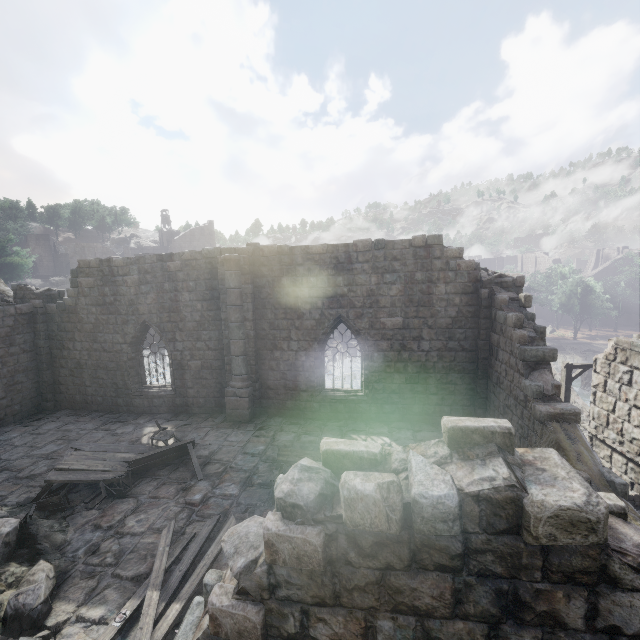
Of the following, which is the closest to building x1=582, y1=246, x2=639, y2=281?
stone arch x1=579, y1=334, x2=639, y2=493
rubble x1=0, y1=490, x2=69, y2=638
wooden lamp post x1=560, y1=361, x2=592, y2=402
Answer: rubble x1=0, y1=490, x2=69, y2=638

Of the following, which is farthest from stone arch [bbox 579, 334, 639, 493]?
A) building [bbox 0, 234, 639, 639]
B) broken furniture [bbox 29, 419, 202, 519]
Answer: broken furniture [bbox 29, 419, 202, 519]

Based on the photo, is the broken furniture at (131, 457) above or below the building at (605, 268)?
below

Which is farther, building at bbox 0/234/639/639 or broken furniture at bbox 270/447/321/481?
broken furniture at bbox 270/447/321/481

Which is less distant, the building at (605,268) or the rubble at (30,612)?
the rubble at (30,612)

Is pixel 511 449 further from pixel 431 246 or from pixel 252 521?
pixel 431 246

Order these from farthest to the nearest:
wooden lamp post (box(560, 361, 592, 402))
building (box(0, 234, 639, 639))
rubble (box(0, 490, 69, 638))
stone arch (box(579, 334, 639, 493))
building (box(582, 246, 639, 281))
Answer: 1. building (box(582, 246, 639, 281))
2. wooden lamp post (box(560, 361, 592, 402))
3. stone arch (box(579, 334, 639, 493))
4. rubble (box(0, 490, 69, 638))
5. building (box(0, 234, 639, 639))
